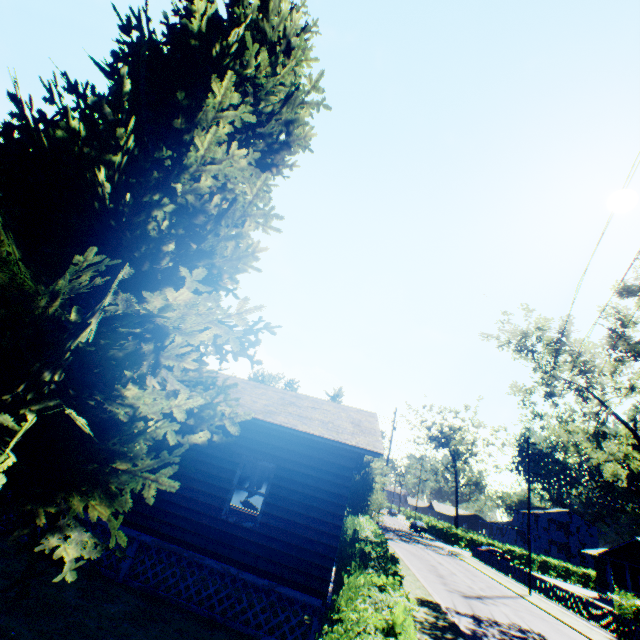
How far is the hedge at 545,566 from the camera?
47.2 meters

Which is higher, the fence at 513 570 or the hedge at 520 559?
the hedge at 520 559

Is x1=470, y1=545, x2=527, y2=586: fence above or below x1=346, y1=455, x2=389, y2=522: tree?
below

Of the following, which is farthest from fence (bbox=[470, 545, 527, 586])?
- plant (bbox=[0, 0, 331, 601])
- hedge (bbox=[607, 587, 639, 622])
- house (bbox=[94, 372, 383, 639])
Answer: plant (bbox=[0, 0, 331, 601])

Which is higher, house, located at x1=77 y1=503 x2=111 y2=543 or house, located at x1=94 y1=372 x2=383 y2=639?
house, located at x1=94 y1=372 x2=383 y2=639

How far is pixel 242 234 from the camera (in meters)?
8.20

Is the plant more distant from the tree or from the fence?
the fence

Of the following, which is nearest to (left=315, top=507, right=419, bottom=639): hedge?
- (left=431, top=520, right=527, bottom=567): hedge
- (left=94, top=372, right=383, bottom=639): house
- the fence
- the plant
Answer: (left=94, top=372, right=383, bottom=639): house
